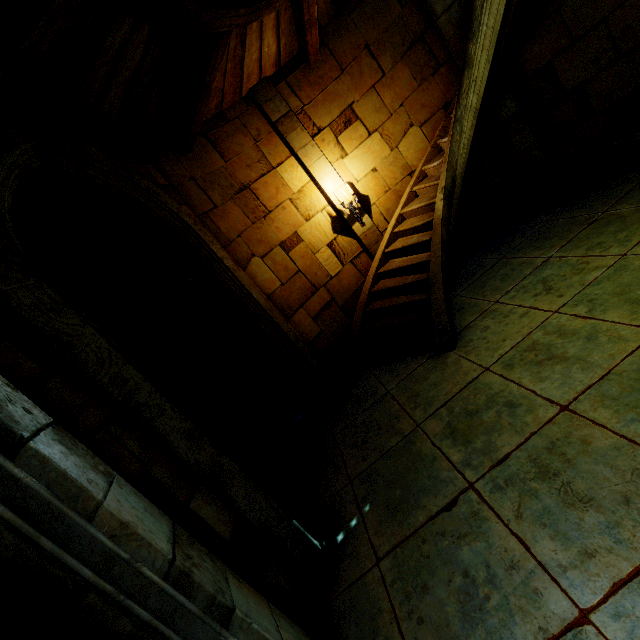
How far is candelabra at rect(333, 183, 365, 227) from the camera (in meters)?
6.93

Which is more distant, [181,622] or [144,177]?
[144,177]

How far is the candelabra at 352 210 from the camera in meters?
6.9 m
